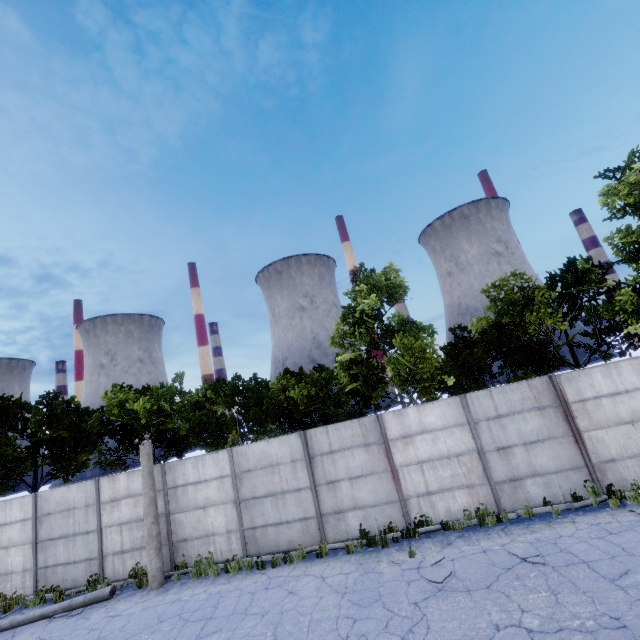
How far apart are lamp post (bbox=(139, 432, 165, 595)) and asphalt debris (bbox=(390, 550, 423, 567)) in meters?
7.7

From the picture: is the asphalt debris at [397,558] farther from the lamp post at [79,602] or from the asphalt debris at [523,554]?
the lamp post at [79,602]

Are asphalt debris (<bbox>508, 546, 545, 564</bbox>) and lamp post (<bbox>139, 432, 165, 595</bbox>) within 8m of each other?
no

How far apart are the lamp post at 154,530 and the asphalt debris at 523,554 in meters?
10.7

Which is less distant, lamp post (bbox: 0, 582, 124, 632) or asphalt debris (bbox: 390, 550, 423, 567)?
asphalt debris (bbox: 390, 550, 423, 567)

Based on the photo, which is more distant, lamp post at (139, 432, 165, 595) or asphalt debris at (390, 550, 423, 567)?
lamp post at (139, 432, 165, 595)

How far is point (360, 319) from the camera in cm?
1419

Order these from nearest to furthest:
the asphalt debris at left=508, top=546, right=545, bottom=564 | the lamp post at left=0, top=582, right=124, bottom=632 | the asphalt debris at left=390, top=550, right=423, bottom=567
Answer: the asphalt debris at left=508, top=546, right=545, bottom=564 → the asphalt debris at left=390, top=550, right=423, bottom=567 → the lamp post at left=0, top=582, right=124, bottom=632
